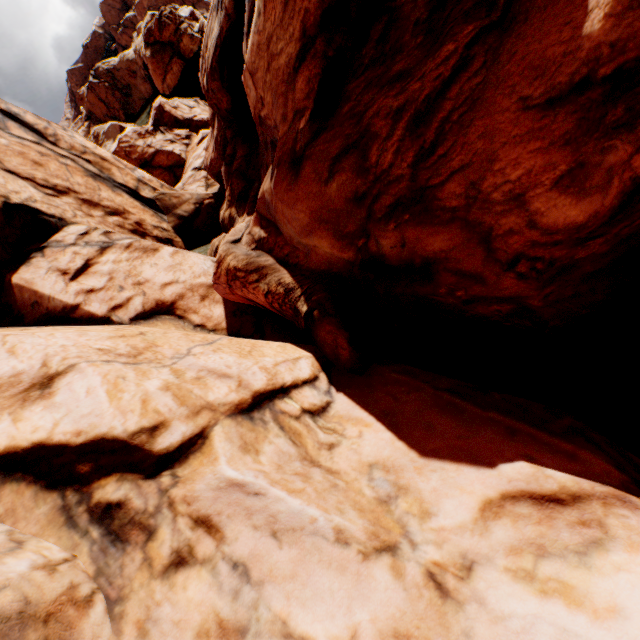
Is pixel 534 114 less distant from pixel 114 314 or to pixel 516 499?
pixel 516 499
